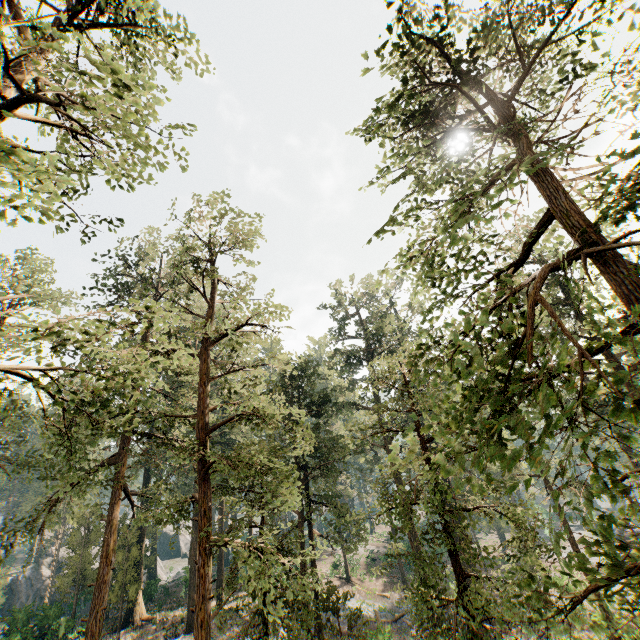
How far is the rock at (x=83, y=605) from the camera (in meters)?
34.58

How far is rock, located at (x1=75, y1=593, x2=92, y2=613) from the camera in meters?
34.6

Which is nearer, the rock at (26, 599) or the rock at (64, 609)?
the rock at (64, 609)

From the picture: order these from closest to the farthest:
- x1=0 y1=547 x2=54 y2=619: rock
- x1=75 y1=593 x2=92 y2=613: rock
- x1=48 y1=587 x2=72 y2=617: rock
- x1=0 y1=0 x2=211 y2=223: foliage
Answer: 1. x1=0 y1=0 x2=211 y2=223: foliage
2. x1=48 y1=587 x2=72 y2=617: rock
3. x1=0 y1=547 x2=54 y2=619: rock
4. x1=75 y1=593 x2=92 y2=613: rock

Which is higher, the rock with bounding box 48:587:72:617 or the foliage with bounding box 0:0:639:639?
the foliage with bounding box 0:0:639:639

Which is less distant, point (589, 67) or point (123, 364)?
point (123, 364)

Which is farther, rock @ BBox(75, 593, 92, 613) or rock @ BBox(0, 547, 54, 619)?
rock @ BBox(75, 593, 92, 613)
